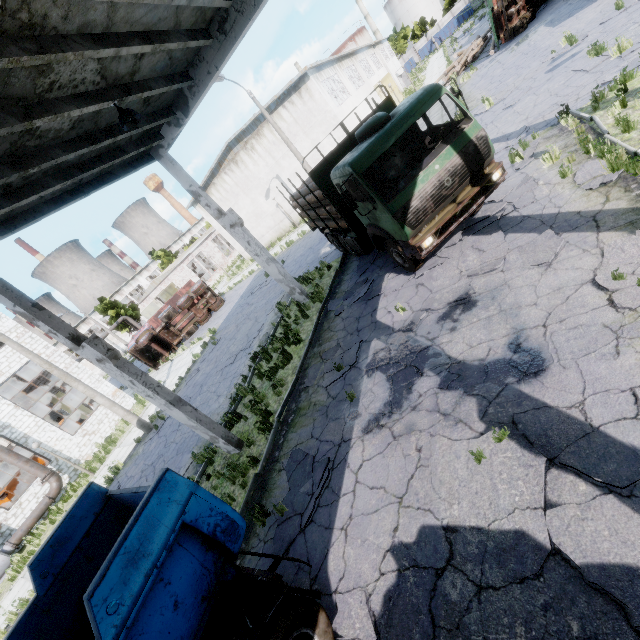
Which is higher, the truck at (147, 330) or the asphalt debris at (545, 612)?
the truck at (147, 330)

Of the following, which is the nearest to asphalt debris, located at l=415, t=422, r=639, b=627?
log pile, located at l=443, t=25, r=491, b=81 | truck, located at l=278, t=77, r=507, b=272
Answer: truck, located at l=278, t=77, r=507, b=272

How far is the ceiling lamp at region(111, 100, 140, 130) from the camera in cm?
708

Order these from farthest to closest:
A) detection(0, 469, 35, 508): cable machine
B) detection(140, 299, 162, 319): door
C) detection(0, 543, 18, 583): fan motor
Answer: detection(140, 299, 162, 319): door < detection(0, 469, 35, 508): cable machine < detection(0, 543, 18, 583): fan motor

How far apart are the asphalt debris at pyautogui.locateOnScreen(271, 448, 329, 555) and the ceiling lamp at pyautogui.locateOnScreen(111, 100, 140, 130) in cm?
825

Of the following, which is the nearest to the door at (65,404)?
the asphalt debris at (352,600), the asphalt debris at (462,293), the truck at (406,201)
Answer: the truck at (406,201)

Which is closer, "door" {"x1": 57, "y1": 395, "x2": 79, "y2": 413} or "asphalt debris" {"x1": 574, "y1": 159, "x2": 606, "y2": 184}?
"asphalt debris" {"x1": 574, "y1": 159, "x2": 606, "y2": 184}

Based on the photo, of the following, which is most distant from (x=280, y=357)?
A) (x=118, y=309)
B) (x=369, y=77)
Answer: (x=369, y=77)
